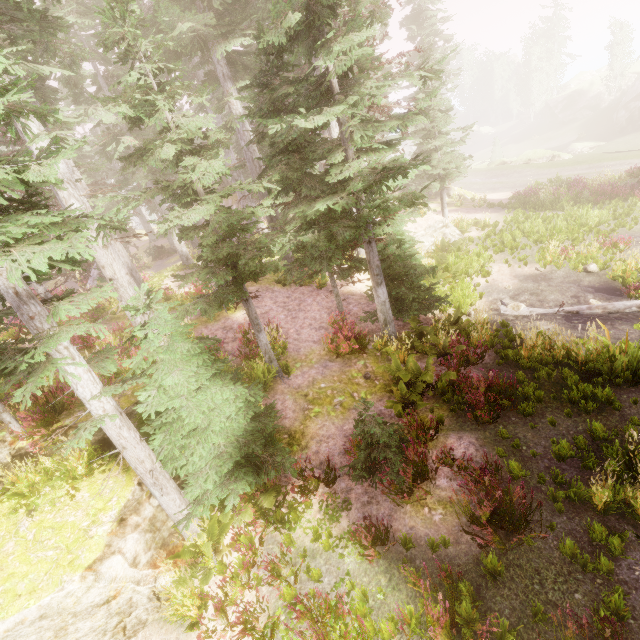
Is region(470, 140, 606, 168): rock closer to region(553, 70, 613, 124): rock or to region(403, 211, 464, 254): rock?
region(553, 70, 613, 124): rock

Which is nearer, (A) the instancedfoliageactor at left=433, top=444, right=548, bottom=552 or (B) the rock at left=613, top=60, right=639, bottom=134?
(A) the instancedfoliageactor at left=433, top=444, right=548, bottom=552

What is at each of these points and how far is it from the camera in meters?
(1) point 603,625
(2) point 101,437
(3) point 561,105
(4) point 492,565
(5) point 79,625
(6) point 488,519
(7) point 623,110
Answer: (1) instancedfoliageactor, 3.9
(2) rock, 7.3
(3) rock, 59.1
(4) instancedfoliageactor, 5.0
(5) rock, 5.3
(6) instancedfoliageactor, 5.4
(7) rock, 46.3

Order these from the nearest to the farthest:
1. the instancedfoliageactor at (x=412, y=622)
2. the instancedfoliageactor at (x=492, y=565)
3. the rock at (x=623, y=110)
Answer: the instancedfoliageactor at (x=412, y=622)
the instancedfoliageactor at (x=492, y=565)
the rock at (x=623, y=110)

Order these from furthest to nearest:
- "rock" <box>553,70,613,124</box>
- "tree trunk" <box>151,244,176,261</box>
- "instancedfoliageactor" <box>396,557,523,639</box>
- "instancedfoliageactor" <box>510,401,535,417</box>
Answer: "rock" <box>553,70,613,124</box> → "tree trunk" <box>151,244,176,261</box> → "instancedfoliageactor" <box>510,401,535,417</box> → "instancedfoliageactor" <box>396,557,523,639</box>

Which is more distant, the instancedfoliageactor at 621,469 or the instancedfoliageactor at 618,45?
the instancedfoliageactor at 618,45

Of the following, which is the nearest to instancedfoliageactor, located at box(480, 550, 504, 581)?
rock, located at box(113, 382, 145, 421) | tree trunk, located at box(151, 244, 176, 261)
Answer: rock, located at box(113, 382, 145, 421)
